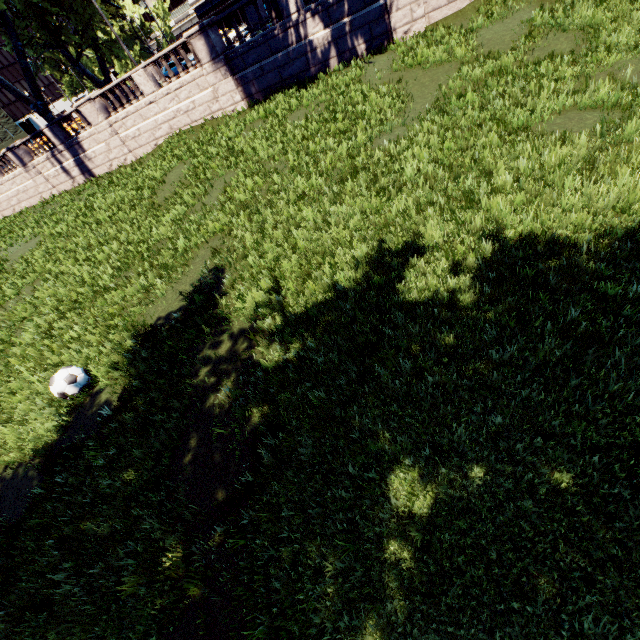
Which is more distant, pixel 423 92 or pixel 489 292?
pixel 423 92

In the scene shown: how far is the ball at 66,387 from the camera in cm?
641

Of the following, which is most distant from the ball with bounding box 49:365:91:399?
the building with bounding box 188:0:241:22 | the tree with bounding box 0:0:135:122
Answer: the building with bounding box 188:0:241:22

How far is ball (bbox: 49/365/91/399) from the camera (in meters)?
6.41

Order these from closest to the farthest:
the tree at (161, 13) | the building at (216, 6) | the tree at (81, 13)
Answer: the tree at (81, 13), the building at (216, 6), the tree at (161, 13)

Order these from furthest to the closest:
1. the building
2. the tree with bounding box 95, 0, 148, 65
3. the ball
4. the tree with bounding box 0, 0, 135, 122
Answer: the tree with bounding box 95, 0, 148, 65, the building, the tree with bounding box 0, 0, 135, 122, the ball

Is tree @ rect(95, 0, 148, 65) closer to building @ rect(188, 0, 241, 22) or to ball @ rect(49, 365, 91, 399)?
building @ rect(188, 0, 241, 22)
